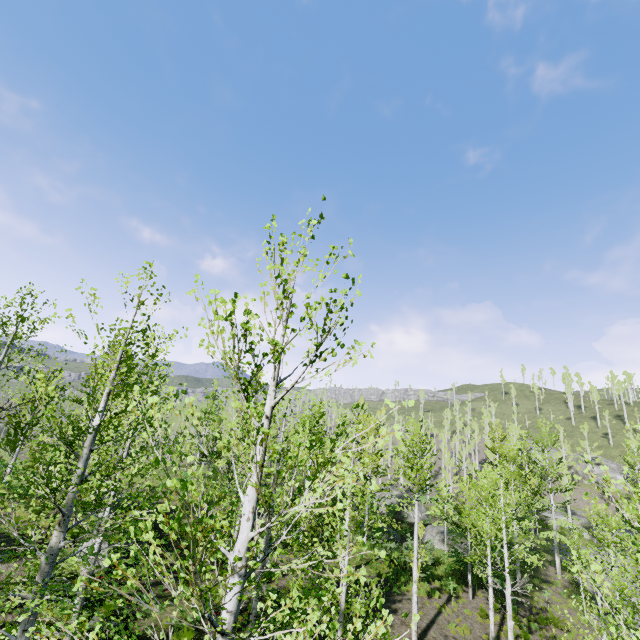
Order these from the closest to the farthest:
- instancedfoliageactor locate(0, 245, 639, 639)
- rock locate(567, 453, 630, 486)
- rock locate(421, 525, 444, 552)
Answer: instancedfoliageactor locate(0, 245, 639, 639)
rock locate(421, 525, 444, 552)
rock locate(567, 453, 630, 486)

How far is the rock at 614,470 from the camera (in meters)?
48.19

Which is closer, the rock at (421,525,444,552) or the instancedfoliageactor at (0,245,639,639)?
the instancedfoliageactor at (0,245,639,639)

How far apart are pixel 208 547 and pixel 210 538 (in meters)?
9.65

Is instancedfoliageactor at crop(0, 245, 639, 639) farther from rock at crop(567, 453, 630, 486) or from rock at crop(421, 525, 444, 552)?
rock at crop(421, 525, 444, 552)

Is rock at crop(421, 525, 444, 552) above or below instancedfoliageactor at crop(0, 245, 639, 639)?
below

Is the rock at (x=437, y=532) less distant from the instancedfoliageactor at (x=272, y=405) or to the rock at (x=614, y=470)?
the instancedfoliageactor at (x=272, y=405)

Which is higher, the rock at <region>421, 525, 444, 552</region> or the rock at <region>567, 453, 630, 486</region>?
the rock at <region>567, 453, 630, 486</region>
